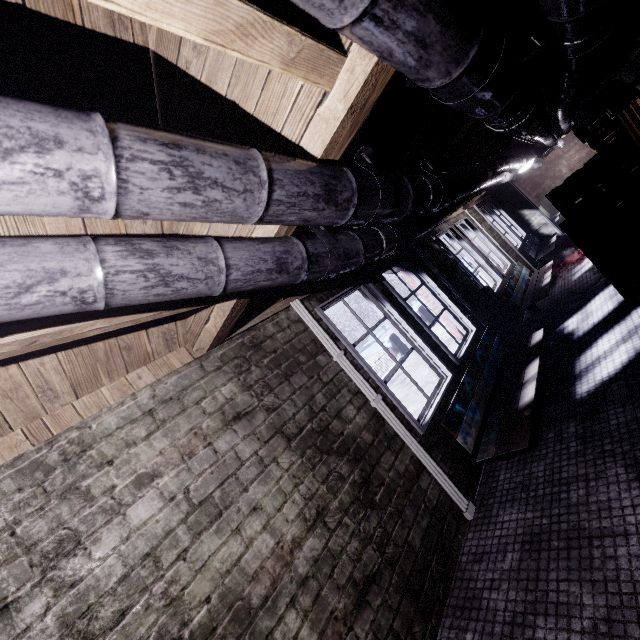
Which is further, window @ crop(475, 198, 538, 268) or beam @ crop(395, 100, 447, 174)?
window @ crop(475, 198, 538, 268)

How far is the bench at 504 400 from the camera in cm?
235

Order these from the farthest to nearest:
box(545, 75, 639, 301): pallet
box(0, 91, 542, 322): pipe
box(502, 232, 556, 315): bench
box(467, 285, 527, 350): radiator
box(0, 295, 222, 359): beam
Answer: box(502, 232, 556, 315): bench < box(467, 285, 527, 350): radiator < box(545, 75, 639, 301): pallet < box(0, 295, 222, 359): beam < box(0, 91, 542, 322): pipe

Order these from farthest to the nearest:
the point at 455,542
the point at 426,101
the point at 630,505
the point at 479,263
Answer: the point at 479,263 → the point at 426,101 → the point at 455,542 → the point at 630,505

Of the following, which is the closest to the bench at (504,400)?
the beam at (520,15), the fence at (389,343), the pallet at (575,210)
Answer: the pallet at (575,210)

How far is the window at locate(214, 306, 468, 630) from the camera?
1.86m

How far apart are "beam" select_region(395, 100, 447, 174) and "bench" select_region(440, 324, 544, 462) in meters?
1.5

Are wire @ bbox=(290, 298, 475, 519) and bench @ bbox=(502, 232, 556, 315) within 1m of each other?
no
